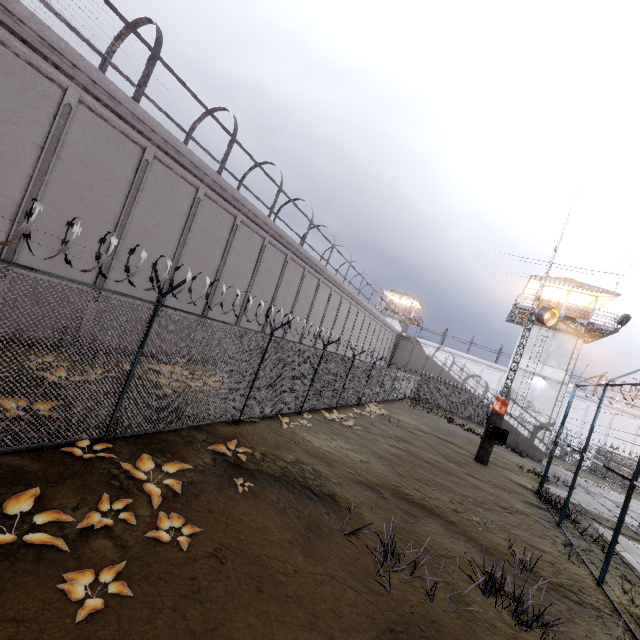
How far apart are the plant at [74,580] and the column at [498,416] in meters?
18.1

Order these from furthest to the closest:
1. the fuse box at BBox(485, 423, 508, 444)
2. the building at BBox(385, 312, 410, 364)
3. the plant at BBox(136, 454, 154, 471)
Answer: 1. the building at BBox(385, 312, 410, 364)
2. the fuse box at BBox(485, 423, 508, 444)
3. the plant at BBox(136, 454, 154, 471)

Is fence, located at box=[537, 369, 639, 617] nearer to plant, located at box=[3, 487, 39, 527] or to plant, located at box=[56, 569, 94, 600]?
plant, located at box=[3, 487, 39, 527]

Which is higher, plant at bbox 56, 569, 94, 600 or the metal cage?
the metal cage

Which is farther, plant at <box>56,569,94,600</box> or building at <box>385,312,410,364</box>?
building at <box>385,312,410,364</box>

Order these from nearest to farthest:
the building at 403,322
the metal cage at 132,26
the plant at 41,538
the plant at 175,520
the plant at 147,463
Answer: the plant at 41,538 → the plant at 175,520 → the plant at 147,463 → the metal cage at 132,26 → the building at 403,322

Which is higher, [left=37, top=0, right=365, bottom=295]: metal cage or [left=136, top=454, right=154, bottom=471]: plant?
[left=37, top=0, right=365, bottom=295]: metal cage

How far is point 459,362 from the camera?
47.5 meters
